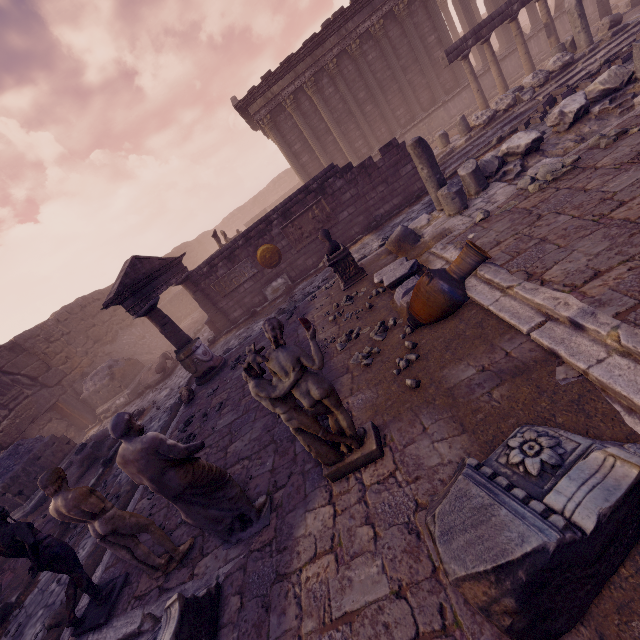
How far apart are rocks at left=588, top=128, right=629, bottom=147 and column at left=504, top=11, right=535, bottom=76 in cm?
1119

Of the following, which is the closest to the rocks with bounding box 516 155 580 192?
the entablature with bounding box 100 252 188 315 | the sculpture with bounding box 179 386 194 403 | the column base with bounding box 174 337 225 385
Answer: the column base with bounding box 174 337 225 385

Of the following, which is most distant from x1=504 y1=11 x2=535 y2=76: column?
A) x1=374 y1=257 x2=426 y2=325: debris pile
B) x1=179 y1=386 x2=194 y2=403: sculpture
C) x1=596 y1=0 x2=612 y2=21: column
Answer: x1=179 y1=386 x2=194 y2=403: sculpture

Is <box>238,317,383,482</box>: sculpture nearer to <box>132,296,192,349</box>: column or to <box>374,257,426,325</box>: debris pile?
<box>374,257,426,325</box>: debris pile

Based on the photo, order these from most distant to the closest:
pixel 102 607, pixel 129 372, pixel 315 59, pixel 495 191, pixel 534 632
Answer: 1. pixel 315 59
2. pixel 129 372
3. pixel 495 191
4. pixel 102 607
5. pixel 534 632

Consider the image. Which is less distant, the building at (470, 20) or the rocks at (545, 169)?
the rocks at (545, 169)

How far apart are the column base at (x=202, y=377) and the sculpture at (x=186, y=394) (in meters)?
0.22

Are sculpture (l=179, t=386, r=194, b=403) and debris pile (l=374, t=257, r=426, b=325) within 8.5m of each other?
yes
